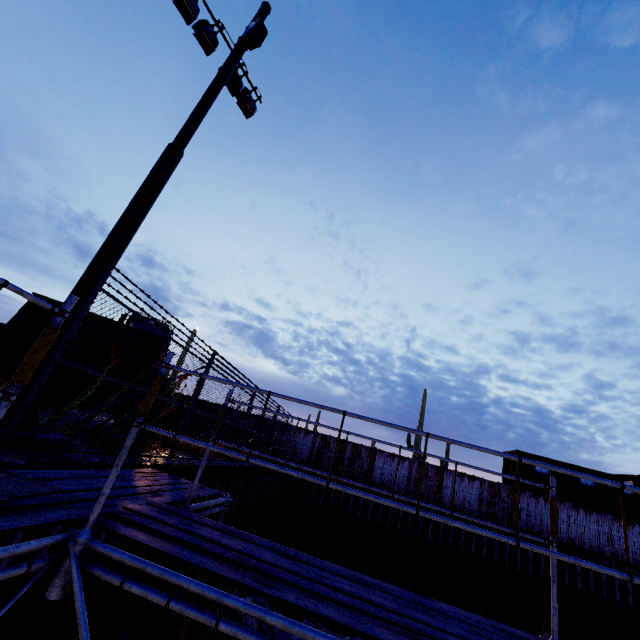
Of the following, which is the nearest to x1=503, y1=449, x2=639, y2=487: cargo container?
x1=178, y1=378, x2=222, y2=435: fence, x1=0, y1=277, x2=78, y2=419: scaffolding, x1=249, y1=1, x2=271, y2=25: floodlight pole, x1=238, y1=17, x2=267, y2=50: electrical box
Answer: x1=178, y1=378, x2=222, y2=435: fence

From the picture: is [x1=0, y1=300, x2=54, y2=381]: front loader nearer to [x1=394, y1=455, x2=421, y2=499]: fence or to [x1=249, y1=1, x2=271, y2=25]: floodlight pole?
[x1=394, y1=455, x2=421, y2=499]: fence

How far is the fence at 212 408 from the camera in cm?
770

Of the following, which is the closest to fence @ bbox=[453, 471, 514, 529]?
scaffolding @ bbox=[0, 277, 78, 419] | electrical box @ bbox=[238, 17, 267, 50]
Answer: scaffolding @ bbox=[0, 277, 78, 419]

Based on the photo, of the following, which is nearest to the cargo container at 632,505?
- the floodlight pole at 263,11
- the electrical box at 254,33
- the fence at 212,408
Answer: the fence at 212,408

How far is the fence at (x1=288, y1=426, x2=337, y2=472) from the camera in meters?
19.7 m

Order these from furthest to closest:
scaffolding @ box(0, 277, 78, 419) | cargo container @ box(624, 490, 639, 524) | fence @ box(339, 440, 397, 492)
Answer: fence @ box(339, 440, 397, 492)
cargo container @ box(624, 490, 639, 524)
scaffolding @ box(0, 277, 78, 419)

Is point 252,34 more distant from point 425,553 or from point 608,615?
point 608,615
